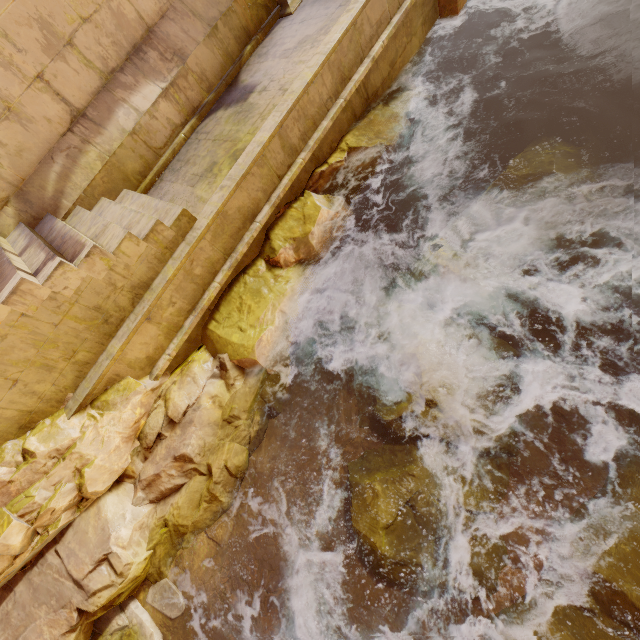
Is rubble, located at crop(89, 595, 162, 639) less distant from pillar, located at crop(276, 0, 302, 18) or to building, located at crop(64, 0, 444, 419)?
building, located at crop(64, 0, 444, 419)

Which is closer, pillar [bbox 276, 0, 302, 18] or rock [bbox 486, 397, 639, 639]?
rock [bbox 486, 397, 639, 639]

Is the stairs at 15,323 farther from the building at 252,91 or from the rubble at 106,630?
the rubble at 106,630

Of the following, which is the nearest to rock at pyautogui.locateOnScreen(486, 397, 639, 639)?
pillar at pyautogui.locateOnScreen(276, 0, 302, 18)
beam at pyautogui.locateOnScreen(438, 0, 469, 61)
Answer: beam at pyautogui.locateOnScreen(438, 0, 469, 61)

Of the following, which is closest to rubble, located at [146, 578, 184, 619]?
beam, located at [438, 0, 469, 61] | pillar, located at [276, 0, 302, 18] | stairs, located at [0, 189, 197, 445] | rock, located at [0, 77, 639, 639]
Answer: rock, located at [0, 77, 639, 639]

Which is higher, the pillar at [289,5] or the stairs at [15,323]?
the stairs at [15,323]

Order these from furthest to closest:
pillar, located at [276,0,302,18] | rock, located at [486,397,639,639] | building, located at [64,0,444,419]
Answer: pillar, located at [276,0,302,18], building, located at [64,0,444,419], rock, located at [486,397,639,639]

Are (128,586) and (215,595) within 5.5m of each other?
yes
